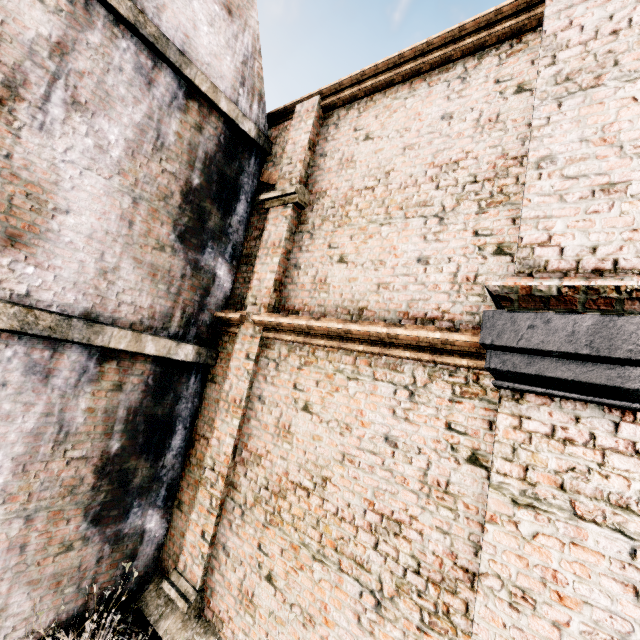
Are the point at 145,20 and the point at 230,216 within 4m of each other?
yes

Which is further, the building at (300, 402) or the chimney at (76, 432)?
the chimney at (76, 432)

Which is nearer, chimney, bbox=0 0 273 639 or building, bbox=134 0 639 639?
building, bbox=134 0 639 639
